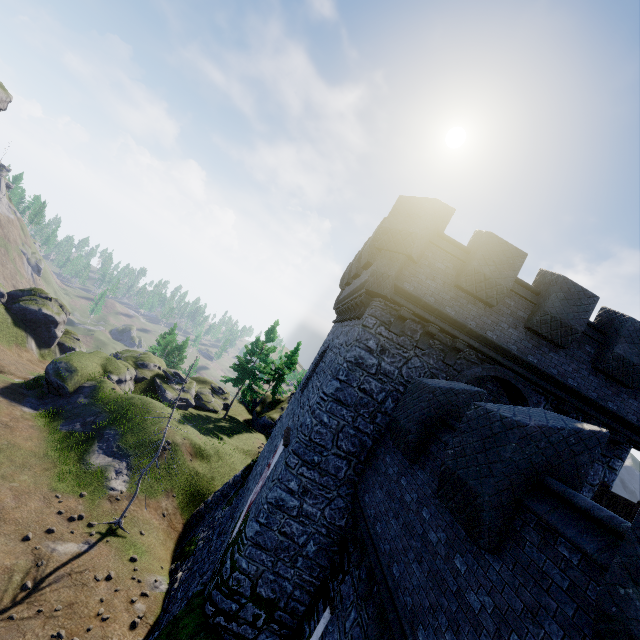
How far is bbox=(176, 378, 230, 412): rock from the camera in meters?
33.5 m

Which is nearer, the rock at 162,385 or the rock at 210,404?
the rock at 162,385

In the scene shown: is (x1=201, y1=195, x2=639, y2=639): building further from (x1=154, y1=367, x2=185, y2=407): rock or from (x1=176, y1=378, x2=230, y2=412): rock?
(x1=176, y1=378, x2=230, y2=412): rock

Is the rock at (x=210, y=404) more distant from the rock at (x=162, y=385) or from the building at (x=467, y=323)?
the building at (x=467, y=323)

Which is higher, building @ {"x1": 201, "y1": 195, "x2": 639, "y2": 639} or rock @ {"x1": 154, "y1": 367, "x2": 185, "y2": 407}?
building @ {"x1": 201, "y1": 195, "x2": 639, "y2": 639}

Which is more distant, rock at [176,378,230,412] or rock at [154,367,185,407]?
rock at [176,378,230,412]

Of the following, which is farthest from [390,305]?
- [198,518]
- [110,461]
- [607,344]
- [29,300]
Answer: [29,300]
